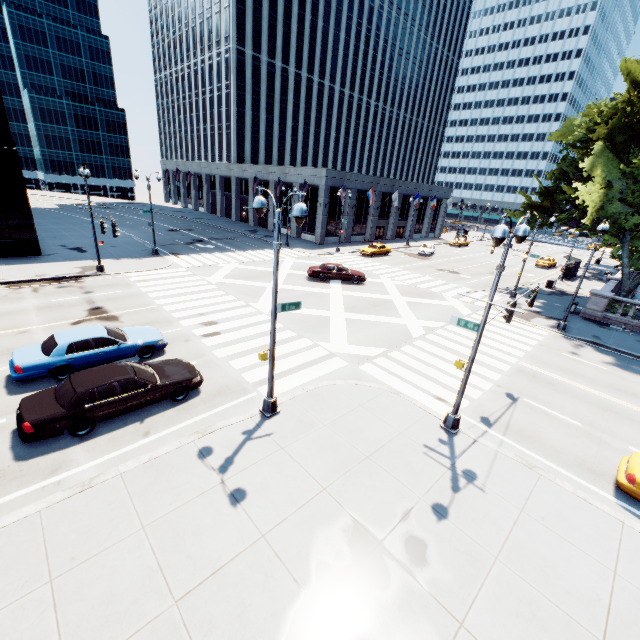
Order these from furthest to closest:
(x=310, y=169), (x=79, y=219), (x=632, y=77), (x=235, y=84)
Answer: (x=235, y=84), (x=79, y=219), (x=310, y=169), (x=632, y=77)

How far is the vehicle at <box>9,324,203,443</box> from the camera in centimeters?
938cm

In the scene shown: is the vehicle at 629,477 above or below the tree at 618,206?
below

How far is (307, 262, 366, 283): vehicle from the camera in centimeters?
2825cm

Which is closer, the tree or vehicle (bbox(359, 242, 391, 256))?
the tree

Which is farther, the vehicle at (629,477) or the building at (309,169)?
the building at (309,169)

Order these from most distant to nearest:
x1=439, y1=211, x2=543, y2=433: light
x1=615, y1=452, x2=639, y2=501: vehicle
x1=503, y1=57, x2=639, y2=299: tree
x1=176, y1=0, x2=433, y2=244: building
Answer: x1=176, y1=0, x2=433, y2=244: building → x1=503, y1=57, x2=639, y2=299: tree → x1=615, y1=452, x2=639, y2=501: vehicle → x1=439, y1=211, x2=543, y2=433: light

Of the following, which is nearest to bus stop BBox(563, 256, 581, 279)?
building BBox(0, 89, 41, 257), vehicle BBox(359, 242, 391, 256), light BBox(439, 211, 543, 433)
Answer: vehicle BBox(359, 242, 391, 256)
